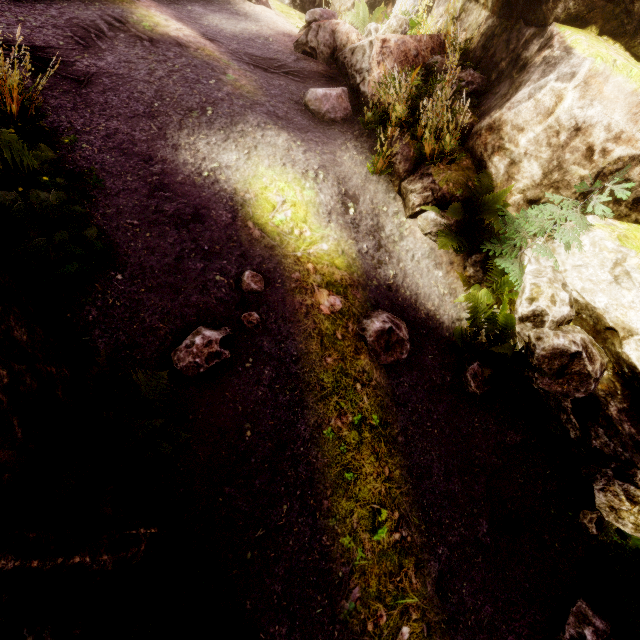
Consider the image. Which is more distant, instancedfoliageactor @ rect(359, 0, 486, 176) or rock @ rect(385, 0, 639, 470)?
instancedfoliageactor @ rect(359, 0, 486, 176)

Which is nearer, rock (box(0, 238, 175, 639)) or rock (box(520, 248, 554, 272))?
rock (box(0, 238, 175, 639))

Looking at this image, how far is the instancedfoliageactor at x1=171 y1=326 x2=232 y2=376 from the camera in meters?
3.7 m

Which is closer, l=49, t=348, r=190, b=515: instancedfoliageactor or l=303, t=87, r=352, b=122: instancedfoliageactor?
l=49, t=348, r=190, b=515: instancedfoliageactor

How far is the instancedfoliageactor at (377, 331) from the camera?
4.7m

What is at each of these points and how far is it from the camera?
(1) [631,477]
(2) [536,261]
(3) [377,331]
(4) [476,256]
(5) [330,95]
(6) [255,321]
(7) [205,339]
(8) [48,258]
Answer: (1) instancedfoliageactor, 4.2m
(2) rock, 5.0m
(3) instancedfoliageactor, 4.7m
(4) rock, 5.6m
(5) instancedfoliageactor, 6.1m
(6) instancedfoliageactor, 4.2m
(7) instancedfoliageactor, 3.8m
(8) instancedfoliageactor, 3.1m

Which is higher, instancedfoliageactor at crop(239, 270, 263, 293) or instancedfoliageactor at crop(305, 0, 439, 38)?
instancedfoliageactor at crop(305, 0, 439, 38)

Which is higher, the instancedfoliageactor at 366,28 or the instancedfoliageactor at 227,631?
the instancedfoliageactor at 366,28
